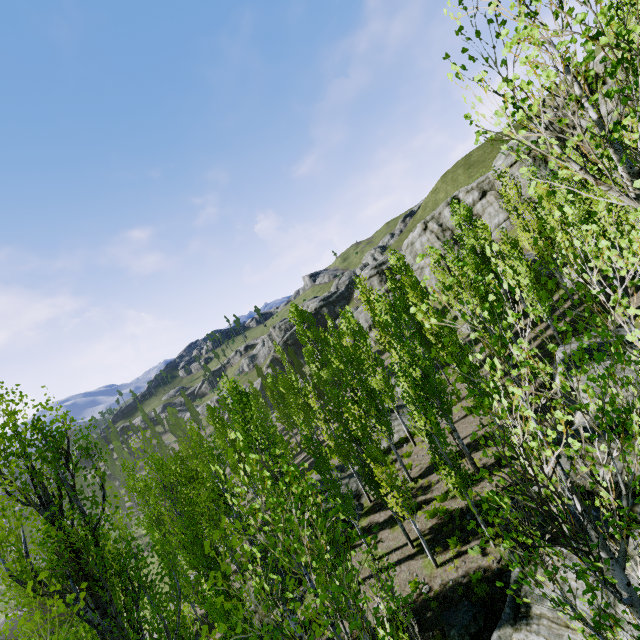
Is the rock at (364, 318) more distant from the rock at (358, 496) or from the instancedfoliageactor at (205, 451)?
the rock at (358, 496)

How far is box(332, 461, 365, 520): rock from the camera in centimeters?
2088cm

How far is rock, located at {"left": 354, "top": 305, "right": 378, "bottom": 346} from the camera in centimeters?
5466cm

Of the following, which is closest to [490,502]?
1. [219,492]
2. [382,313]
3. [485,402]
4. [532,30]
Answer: [382,313]

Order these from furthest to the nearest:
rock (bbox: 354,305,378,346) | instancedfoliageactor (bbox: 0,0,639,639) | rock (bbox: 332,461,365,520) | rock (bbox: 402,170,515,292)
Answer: rock (bbox: 354,305,378,346)
rock (bbox: 402,170,515,292)
rock (bbox: 332,461,365,520)
instancedfoliageactor (bbox: 0,0,639,639)

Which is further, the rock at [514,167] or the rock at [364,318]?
the rock at [364,318]
